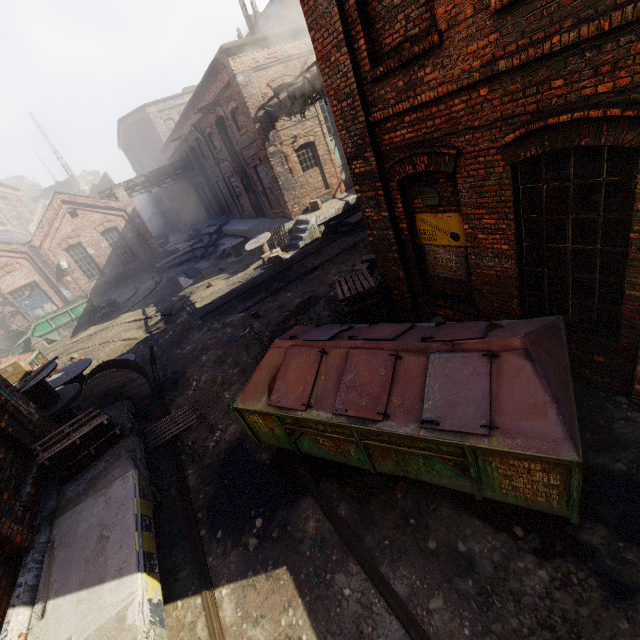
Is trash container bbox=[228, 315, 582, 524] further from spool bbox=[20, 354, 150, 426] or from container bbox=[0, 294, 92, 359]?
container bbox=[0, 294, 92, 359]

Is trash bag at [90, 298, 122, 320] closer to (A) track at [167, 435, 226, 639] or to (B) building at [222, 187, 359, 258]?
(B) building at [222, 187, 359, 258]

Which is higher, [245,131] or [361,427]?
[245,131]

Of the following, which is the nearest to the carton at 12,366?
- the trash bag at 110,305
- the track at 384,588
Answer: the track at 384,588

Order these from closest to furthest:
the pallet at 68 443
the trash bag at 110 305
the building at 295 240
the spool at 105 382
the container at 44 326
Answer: the pallet at 68 443, the spool at 105 382, the building at 295 240, the container at 44 326, the trash bag at 110 305

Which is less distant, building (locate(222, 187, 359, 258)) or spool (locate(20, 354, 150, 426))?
spool (locate(20, 354, 150, 426))

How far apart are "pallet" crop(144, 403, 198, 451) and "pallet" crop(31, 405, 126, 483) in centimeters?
75cm

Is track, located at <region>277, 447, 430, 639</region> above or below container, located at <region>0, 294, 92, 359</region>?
below
